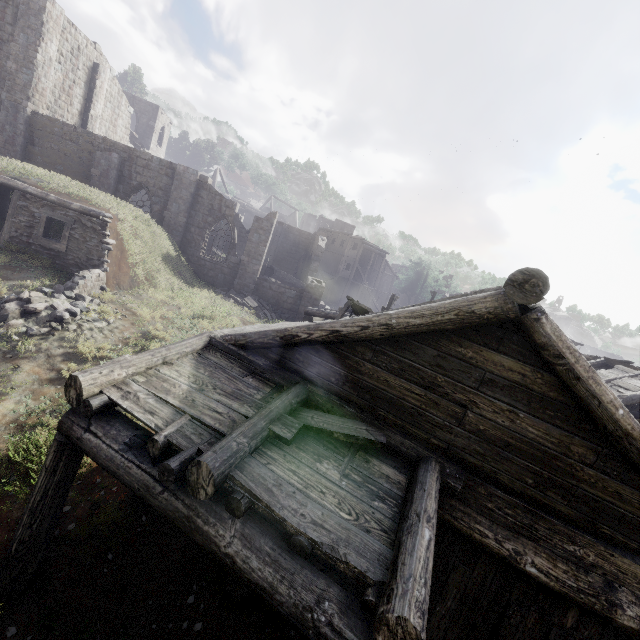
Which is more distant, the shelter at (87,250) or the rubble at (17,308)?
the shelter at (87,250)

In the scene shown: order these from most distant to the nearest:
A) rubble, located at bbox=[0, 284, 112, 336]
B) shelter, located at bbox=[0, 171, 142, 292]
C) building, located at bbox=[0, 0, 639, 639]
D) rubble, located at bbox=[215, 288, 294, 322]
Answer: rubble, located at bbox=[215, 288, 294, 322] < shelter, located at bbox=[0, 171, 142, 292] < rubble, located at bbox=[0, 284, 112, 336] < building, located at bbox=[0, 0, 639, 639]

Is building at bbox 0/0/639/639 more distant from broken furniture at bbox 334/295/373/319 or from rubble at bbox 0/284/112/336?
rubble at bbox 0/284/112/336

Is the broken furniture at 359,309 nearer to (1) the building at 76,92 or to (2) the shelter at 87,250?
(1) the building at 76,92

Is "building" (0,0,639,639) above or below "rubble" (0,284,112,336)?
above

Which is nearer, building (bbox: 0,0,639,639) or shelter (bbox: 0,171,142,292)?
building (bbox: 0,0,639,639)

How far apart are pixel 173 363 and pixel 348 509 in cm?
352

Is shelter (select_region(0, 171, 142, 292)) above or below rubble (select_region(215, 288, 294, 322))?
above
